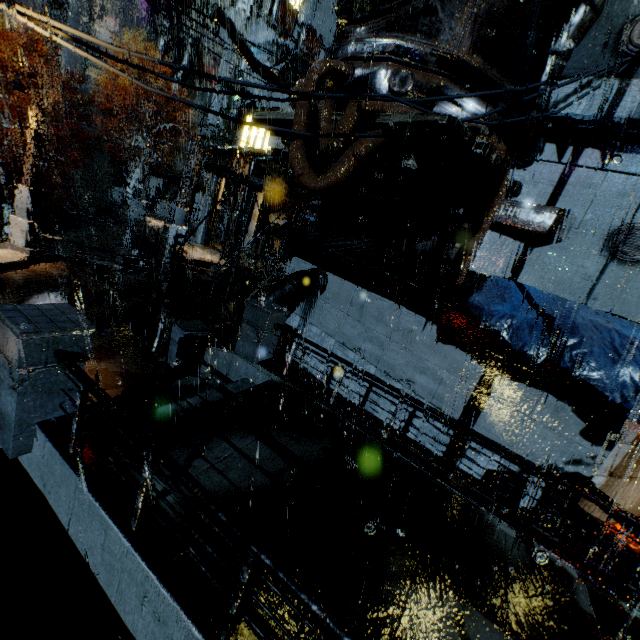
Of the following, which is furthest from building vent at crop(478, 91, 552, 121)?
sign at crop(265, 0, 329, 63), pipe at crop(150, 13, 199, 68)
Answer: pipe at crop(150, 13, 199, 68)

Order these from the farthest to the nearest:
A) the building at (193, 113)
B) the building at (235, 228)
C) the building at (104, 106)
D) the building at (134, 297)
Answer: the building at (193, 113)
the building at (104, 106)
the building at (235, 228)
the building at (134, 297)

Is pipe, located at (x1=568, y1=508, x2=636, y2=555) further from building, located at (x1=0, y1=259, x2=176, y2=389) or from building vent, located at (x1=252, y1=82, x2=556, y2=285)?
building vent, located at (x1=252, y1=82, x2=556, y2=285)

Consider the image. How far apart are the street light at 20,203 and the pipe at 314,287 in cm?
1174

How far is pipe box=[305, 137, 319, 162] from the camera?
10.4m

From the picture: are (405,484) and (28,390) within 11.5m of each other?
yes

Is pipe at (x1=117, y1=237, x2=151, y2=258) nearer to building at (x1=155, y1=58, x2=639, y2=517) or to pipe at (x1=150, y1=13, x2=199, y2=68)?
building at (x1=155, y1=58, x2=639, y2=517)

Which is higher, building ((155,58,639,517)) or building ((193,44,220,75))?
building ((193,44,220,75))
